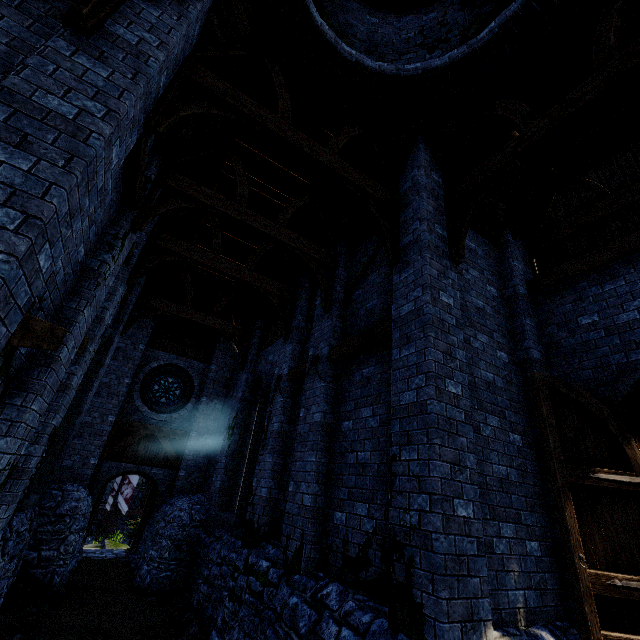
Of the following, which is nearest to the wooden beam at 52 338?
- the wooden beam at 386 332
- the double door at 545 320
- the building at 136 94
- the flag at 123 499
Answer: the building at 136 94

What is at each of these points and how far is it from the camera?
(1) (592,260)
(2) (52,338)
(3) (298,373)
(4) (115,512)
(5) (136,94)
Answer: (1) wooden beam, 6.09m
(2) wooden beam, 4.19m
(3) wooden beam, 8.18m
(4) walkway, 23.66m
(5) building, 3.49m

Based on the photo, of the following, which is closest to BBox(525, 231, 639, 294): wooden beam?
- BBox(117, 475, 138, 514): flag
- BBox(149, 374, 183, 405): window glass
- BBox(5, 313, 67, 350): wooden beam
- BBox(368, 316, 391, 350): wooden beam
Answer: BBox(368, 316, 391, 350): wooden beam

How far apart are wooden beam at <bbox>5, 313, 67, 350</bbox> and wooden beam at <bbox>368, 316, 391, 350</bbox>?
4.62m

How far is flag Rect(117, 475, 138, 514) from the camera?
22.4m

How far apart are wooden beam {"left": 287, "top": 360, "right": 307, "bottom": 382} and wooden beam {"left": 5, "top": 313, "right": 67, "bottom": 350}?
4.75m

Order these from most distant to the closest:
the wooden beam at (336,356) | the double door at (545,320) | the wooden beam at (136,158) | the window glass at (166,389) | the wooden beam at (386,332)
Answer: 1. the window glass at (166,389)
2. the wooden beam at (336,356)
3. the wooden beam at (386,332)
4. the wooden beam at (136,158)
5. the double door at (545,320)

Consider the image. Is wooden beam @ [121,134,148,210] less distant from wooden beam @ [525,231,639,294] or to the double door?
the double door
